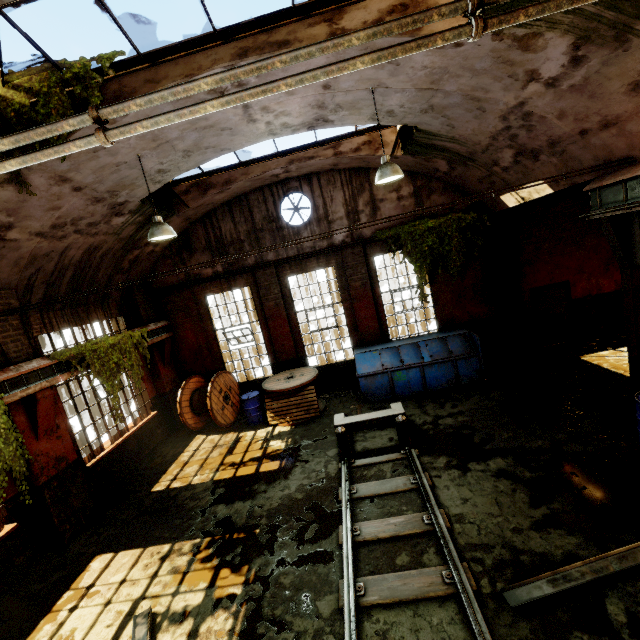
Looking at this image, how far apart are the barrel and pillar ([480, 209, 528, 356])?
8.6 meters

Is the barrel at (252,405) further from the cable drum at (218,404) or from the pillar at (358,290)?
the pillar at (358,290)

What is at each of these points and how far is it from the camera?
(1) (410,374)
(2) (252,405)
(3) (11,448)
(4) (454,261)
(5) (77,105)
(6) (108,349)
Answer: (1) dumpster, 9.87m
(2) barrel, 10.57m
(3) vine, 5.84m
(4) vine, 10.68m
(5) building, 5.00m
(6) vine, 8.63m

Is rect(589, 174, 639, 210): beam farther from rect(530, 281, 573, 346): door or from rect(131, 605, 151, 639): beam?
rect(131, 605, 151, 639): beam

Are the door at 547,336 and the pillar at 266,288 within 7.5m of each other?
no

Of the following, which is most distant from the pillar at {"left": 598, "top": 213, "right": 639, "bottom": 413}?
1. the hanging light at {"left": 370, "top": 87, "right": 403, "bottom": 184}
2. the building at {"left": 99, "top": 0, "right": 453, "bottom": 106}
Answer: the hanging light at {"left": 370, "top": 87, "right": 403, "bottom": 184}

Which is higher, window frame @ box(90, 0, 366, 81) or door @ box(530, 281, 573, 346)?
window frame @ box(90, 0, 366, 81)

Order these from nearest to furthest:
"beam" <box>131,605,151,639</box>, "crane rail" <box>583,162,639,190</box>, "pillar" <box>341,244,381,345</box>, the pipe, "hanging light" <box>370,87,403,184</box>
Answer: the pipe, "beam" <box>131,605,151,639</box>, "crane rail" <box>583,162,639,190</box>, "hanging light" <box>370,87,403,184</box>, "pillar" <box>341,244,381,345</box>
